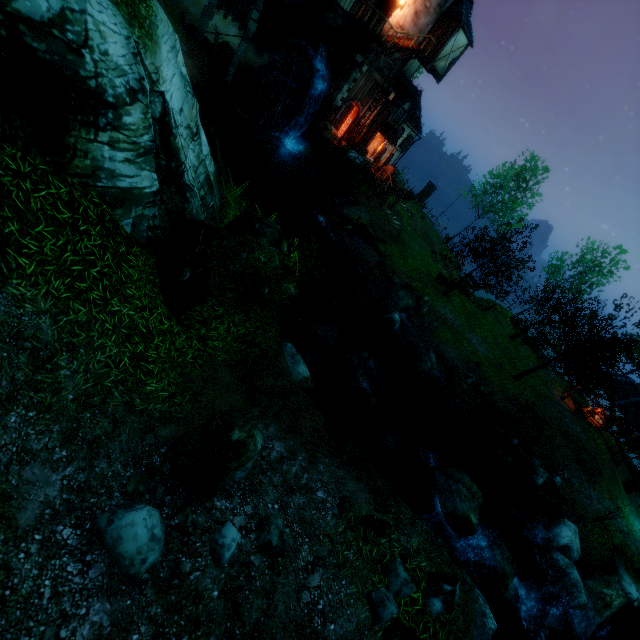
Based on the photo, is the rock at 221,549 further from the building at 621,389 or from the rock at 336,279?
the building at 621,389

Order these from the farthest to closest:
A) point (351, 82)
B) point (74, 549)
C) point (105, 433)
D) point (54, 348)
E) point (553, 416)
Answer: point (351, 82)
point (553, 416)
point (105, 433)
point (54, 348)
point (74, 549)

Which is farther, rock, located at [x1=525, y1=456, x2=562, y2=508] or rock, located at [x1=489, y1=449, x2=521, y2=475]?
rock, located at [x1=489, y1=449, x2=521, y2=475]

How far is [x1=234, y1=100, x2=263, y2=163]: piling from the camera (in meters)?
23.86

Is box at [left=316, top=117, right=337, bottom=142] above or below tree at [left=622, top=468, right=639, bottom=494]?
above

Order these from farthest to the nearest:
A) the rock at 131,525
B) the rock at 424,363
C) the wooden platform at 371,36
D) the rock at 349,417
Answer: the wooden platform at 371,36 < the rock at 424,363 < the rock at 349,417 < the rock at 131,525

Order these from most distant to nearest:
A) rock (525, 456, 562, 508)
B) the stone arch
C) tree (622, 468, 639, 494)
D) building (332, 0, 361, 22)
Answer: the stone arch → building (332, 0, 361, 22) → tree (622, 468, 639, 494) → rock (525, 456, 562, 508)

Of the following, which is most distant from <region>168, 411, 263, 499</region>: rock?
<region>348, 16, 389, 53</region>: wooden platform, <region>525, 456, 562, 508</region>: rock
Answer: <region>348, 16, 389, 53</region>: wooden platform
